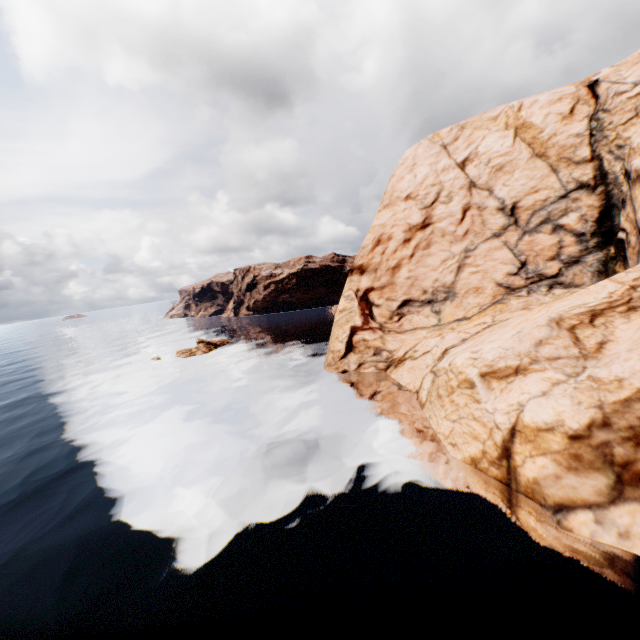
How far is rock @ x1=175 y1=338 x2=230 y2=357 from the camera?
53.4 meters

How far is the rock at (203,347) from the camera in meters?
53.4

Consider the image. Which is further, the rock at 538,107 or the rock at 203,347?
the rock at 203,347

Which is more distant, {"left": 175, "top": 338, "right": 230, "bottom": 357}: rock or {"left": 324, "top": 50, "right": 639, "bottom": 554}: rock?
{"left": 175, "top": 338, "right": 230, "bottom": 357}: rock

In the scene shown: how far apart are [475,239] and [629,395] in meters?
27.6 m
